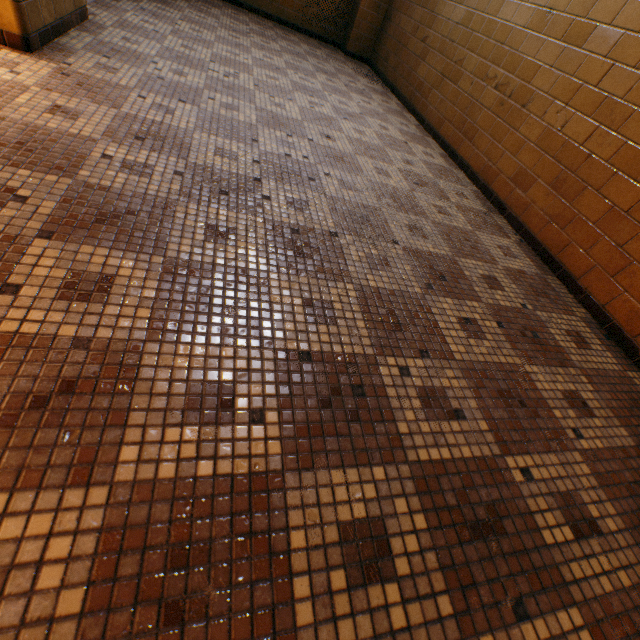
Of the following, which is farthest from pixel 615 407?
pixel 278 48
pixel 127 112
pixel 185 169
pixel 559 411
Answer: pixel 278 48
